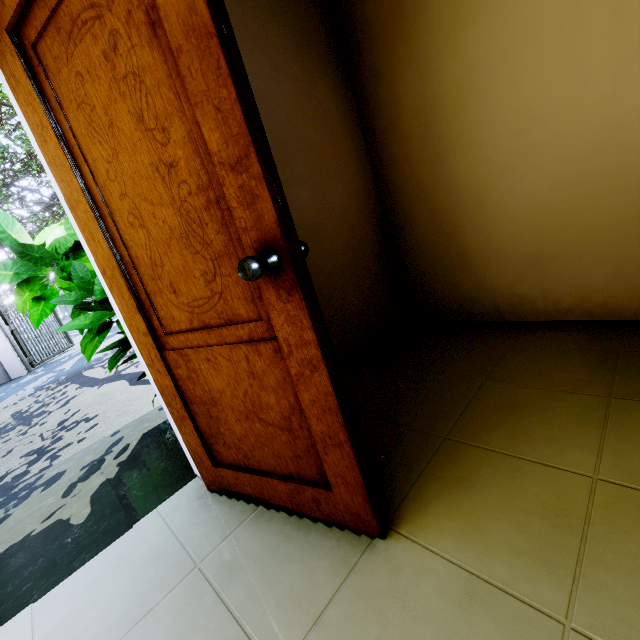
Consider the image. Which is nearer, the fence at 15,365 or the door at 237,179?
the door at 237,179

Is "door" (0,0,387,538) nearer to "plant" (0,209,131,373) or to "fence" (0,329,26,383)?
"plant" (0,209,131,373)

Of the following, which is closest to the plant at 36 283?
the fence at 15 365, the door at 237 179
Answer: the door at 237 179

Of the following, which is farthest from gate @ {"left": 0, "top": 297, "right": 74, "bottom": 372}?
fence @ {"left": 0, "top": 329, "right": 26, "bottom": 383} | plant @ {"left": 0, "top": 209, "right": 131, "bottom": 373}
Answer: plant @ {"left": 0, "top": 209, "right": 131, "bottom": 373}

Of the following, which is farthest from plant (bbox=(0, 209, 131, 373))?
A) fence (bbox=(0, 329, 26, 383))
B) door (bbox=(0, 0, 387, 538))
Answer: fence (bbox=(0, 329, 26, 383))

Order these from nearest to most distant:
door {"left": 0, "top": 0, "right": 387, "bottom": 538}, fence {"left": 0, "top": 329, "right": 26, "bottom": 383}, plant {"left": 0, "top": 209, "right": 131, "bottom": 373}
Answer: door {"left": 0, "top": 0, "right": 387, "bottom": 538}, plant {"left": 0, "top": 209, "right": 131, "bottom": 373}, fence {"left": 0, "top": 329, "right": 26, "bottom": 383}

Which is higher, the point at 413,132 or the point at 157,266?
the point at 413,132

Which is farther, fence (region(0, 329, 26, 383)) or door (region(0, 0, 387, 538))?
fence (region(0, 329, 26, 383))
